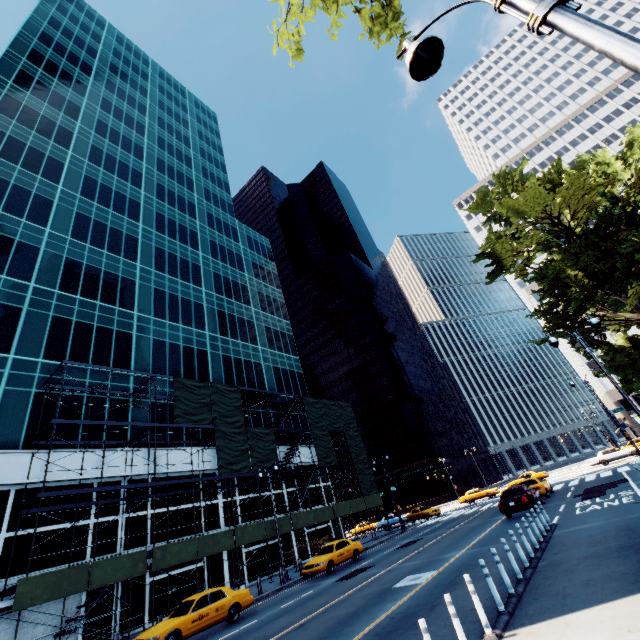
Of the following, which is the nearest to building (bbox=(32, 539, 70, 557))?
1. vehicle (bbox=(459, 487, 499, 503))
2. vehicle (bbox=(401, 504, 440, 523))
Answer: vehicle (bbox=(401, 504, 440, 523))

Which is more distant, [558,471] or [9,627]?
[558,471]

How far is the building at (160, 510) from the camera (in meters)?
23.91

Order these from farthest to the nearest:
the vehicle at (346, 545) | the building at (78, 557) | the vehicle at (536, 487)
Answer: the vehicle at (346, 545), the building at (78, 557), the vehicle at (536, 487)

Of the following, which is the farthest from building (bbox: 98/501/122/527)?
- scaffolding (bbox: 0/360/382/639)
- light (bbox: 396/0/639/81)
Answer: light (bbox: 396/0/639/81)

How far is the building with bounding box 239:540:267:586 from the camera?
26.5m

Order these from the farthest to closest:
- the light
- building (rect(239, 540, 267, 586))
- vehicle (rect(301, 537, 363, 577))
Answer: building (rect(239, 540, 267, 586)), vehicle (rect(301, 537, 363, 577)), the light

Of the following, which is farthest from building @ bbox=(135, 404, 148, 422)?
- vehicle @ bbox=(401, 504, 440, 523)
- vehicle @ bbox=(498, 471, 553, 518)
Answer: vehicle @ bbox=(498, 471, 553, 518)
